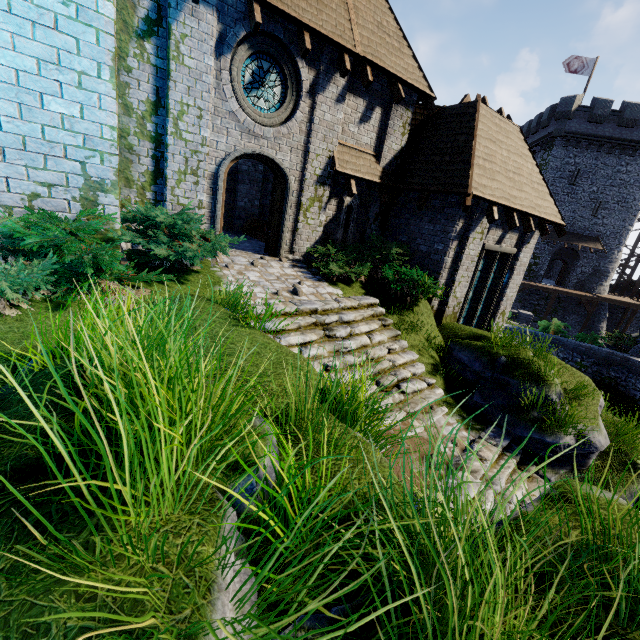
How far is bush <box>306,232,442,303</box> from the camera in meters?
9.4

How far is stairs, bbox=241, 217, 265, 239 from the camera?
13.6 meters

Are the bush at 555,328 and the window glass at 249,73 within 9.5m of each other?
no

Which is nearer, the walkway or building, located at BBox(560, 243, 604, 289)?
the walkway

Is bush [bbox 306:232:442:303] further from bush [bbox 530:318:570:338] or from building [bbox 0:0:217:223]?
bush [bbox 530:318:570:338]

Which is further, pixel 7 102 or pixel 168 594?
pixel 7 102

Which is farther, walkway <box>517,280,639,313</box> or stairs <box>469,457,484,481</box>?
walkway <box>517,280,639,313</box>

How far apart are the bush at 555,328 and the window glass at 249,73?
17.59m
